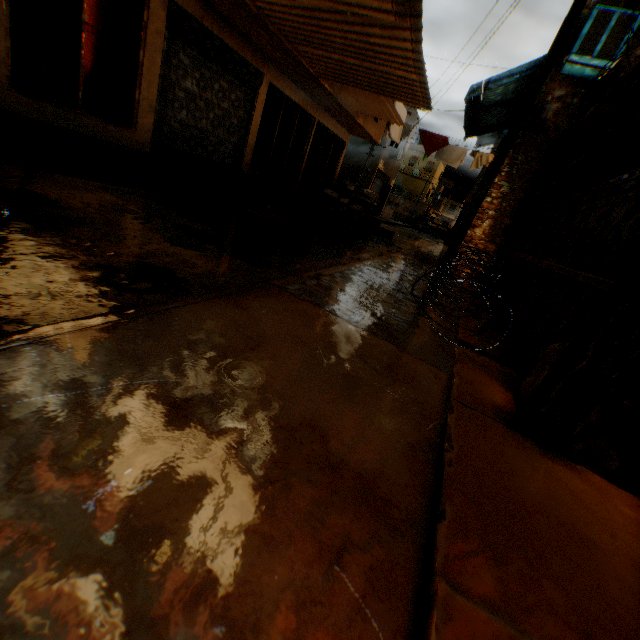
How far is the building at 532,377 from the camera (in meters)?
2.26

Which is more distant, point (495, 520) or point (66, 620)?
point (495, 520)

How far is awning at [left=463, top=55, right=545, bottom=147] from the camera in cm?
727

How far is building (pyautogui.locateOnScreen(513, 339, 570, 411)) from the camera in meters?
2.3

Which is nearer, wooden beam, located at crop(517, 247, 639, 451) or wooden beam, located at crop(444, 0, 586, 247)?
wooden beam, located at crop(517, 247, 639, 451)

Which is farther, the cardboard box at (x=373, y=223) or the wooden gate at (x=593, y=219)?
the cardboard box at (x=373, y=223)

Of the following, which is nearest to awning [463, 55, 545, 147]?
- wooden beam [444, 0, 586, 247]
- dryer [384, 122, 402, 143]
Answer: wooden beam [444, 0, 586, 247]

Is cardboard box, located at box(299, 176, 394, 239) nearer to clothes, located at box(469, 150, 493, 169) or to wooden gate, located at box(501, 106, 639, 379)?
clothes, located at box(469, 150, 493, 169)
